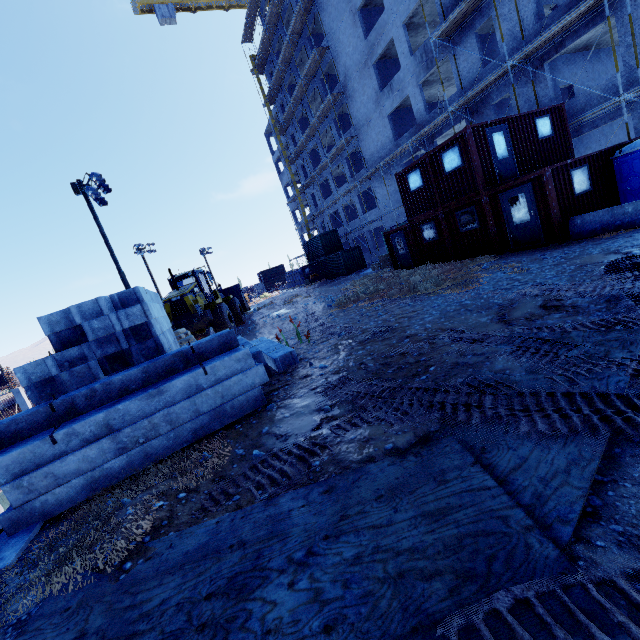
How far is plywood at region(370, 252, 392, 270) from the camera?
23.3m

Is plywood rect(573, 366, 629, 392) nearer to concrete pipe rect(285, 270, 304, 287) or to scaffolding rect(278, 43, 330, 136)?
scaffolding rect(278, 43, 330, 136)

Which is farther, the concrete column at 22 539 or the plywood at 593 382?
the concrete column at 22 539

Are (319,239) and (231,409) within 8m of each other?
no

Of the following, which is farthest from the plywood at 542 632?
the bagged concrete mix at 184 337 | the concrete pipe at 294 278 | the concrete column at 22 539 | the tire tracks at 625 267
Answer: the concrete pipe at 294 278

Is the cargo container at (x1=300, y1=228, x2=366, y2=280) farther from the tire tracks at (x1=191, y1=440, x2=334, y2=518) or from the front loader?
the tire tracks at (x1=191, y1=440, x2=334, y2=518)

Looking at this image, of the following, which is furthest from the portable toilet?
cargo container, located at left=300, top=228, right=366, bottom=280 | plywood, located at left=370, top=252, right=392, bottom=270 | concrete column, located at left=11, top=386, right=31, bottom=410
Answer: concrete column, located at left=11, top=386, right=31, bottom=410

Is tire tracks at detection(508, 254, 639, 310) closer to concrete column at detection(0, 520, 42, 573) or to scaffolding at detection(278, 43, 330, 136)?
concrete column at detection(0, 520, 42, 573)
